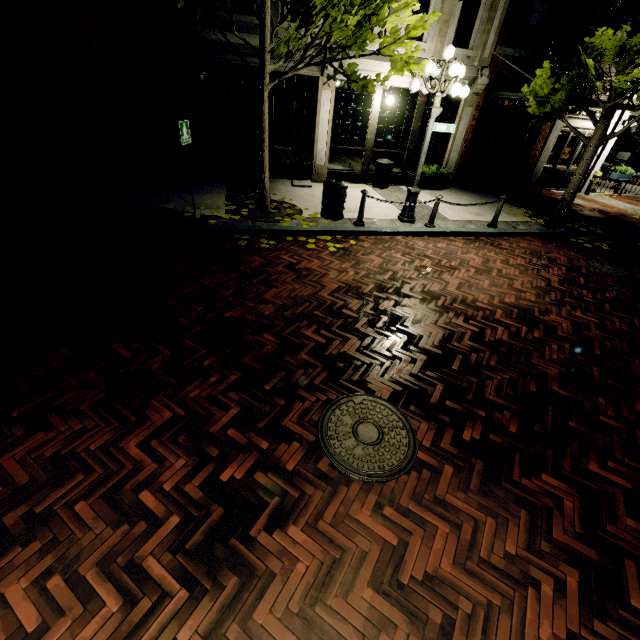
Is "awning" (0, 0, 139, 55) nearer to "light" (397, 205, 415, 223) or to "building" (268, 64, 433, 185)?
"building" (268, 64, 433, 185)

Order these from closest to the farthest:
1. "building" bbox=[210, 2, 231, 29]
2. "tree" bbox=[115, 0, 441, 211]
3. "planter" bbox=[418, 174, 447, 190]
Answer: "tree" bbox=[115, 0, 441, 211], "building" bbox=[210, 2, 231, 29], "planter" bbox=[418, 174, 447, 190]

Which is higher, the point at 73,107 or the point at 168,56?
the point at 168,56

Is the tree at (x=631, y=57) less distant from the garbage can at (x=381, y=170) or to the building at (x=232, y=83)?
the building at (x=232, y=83)

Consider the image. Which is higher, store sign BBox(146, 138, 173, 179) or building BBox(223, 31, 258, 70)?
building BBox(223, 31, 258, 70)

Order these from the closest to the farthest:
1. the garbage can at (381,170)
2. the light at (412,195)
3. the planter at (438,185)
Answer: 1. the light at (412,195)
2. the garbage can at (381,170)
3. the planter at (438,185)

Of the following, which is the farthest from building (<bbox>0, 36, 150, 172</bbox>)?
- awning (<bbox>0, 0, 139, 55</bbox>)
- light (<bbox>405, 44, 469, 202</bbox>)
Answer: light (<bbox>405, 44, 469, 202</bbox>)
